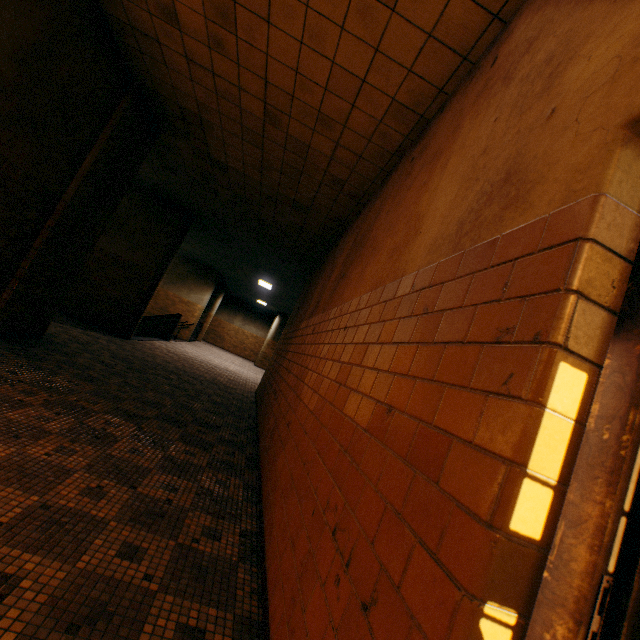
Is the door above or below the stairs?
above

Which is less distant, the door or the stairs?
the door

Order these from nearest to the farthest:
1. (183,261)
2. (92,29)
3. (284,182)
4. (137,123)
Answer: (92,29)
(137,123)
(284,182)
(183,261)

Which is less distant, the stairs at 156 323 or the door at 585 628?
the door at 585 628

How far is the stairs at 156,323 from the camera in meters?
12.4 m

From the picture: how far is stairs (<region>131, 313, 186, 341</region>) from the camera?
12.41m
